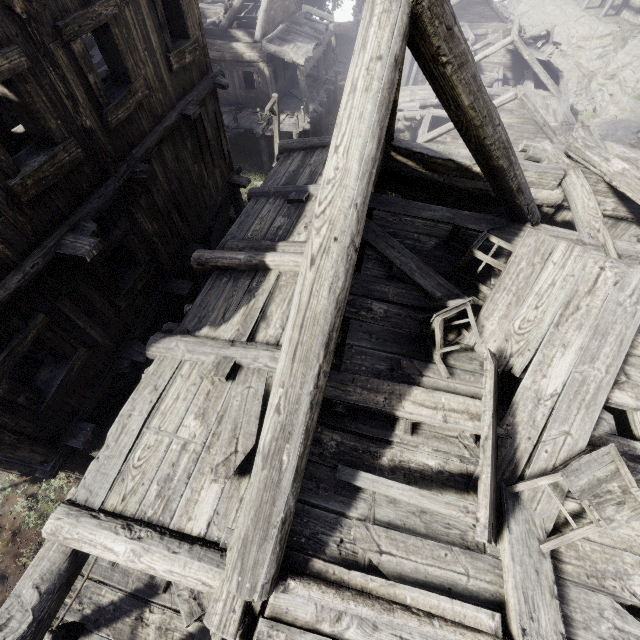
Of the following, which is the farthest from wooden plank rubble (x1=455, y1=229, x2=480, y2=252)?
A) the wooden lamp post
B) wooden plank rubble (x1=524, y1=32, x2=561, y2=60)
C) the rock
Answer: the rock

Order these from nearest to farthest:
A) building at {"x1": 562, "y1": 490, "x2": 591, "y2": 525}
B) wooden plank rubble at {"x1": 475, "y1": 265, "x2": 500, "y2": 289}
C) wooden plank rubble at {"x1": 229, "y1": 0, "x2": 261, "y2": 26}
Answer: building at {"x1": 562, "y1": 490, "x2": 591, "y2": 525}, wooden plank rubble at {"x1": 475, "y1": 265, "x2": 500, "y2": 289}, wooden plank rubble at {"x1": 229, "y1": 0, "x2": 261, "y2": 26}

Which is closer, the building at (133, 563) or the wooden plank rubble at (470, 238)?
the building at (133, 563)

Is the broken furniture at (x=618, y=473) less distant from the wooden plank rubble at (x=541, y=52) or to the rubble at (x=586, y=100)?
the wooden plank rubble at (x=541, y=52)

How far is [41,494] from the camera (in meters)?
7.98

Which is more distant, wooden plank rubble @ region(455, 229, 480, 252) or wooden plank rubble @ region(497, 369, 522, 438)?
wooden plank rubble @ region(455, 229, 480, 252)

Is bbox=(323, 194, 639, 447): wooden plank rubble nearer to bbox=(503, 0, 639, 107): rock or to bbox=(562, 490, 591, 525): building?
bbox=(562, 490, 591, 525): building

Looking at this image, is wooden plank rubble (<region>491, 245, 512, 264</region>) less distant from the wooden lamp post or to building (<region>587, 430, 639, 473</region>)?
building (<region>587, 430, 639, 473</region>)
